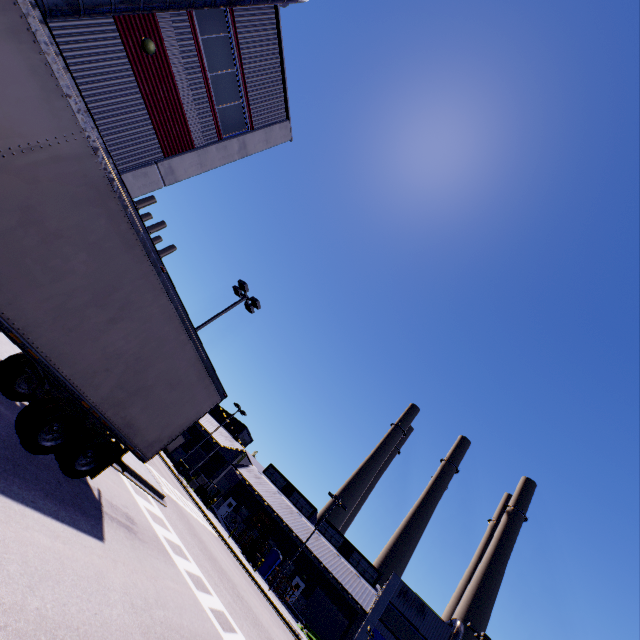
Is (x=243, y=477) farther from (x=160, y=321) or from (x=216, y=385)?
(x=160, y=321)

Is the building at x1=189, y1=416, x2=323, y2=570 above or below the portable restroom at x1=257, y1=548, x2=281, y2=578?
above

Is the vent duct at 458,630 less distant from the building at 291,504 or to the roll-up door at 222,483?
the building at 291,504

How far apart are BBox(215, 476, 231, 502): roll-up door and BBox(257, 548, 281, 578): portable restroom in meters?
11.8 m

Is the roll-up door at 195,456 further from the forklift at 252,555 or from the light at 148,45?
the light at 148,45

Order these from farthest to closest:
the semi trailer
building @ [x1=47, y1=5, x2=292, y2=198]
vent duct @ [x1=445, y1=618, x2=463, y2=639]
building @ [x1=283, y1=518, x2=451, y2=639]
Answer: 1. building @ [x1=283, y1=518, x2=451, y2=639]
2. vent duct @ [x1=445, y1=618, x2=463, y2=639]
3. building @ [x1=47, y1=5, x2=292, y2=198]
4. the semi trailer

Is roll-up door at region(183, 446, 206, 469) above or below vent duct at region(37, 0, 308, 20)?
below

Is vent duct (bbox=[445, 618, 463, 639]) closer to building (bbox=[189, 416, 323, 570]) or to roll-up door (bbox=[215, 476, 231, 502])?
building (bbox=[189, 416, 323, 570])
